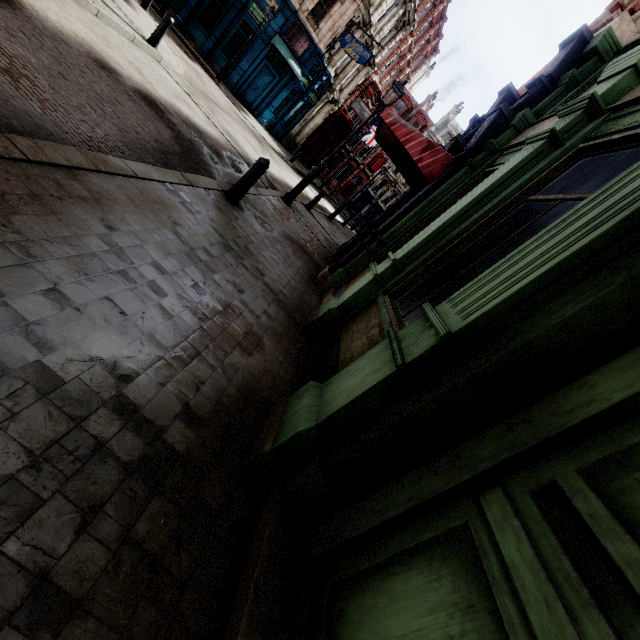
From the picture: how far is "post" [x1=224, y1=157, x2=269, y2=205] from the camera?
5.5 meters

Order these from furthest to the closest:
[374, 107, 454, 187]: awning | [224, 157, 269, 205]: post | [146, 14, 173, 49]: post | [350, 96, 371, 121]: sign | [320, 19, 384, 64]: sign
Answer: [350, 96, 371, 121]: sign
[320, 19, 384, 64]: sign
[146, 14, 173, 49]: post
[374, 107, 454, 187]: awning
[224, 157, 269, 205]: post

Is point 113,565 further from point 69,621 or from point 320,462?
point 320,462

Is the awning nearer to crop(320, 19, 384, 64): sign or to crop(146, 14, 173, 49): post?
crop(146, 14, 173, 49): post

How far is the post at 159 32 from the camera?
9.1m

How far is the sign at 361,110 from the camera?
28.0m

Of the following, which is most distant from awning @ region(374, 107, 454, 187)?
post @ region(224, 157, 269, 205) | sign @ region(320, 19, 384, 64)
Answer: sign @ region(320, 19, 384, 64)
